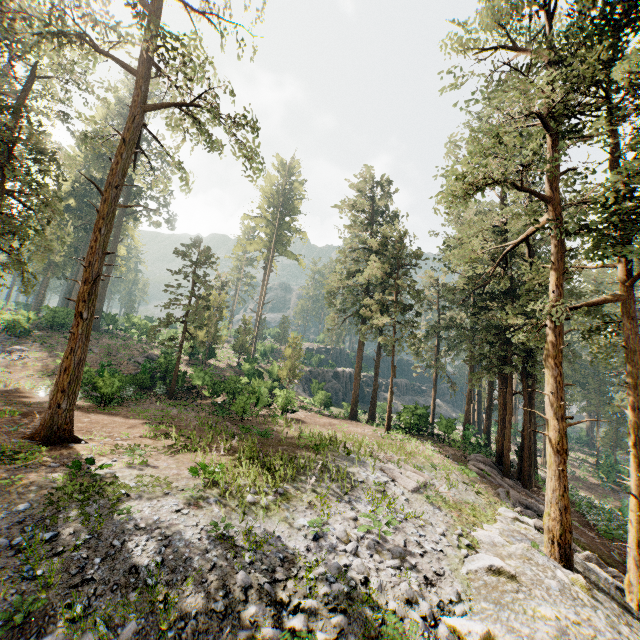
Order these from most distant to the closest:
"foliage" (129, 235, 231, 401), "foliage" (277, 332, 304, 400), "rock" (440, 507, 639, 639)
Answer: "foliage" (277, 332, 304, 400), "foliage" (129, 235, 231, 401), "rock" (440, 507, 639, 639)

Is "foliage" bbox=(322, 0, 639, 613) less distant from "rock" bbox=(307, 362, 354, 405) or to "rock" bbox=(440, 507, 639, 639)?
"rock" bbox=(440, 507, 639, 639)

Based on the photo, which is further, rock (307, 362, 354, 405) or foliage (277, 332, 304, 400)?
rock (307, 362, 354, 405)

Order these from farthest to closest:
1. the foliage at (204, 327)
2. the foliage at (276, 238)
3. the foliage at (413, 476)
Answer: the foliage at (276, 238) < the foliage at (204, 327) < the foliage at (413, 476)

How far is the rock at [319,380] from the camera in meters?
41.1 m

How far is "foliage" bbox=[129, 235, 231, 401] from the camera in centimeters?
2686cm

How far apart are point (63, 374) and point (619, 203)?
25.2 meters
